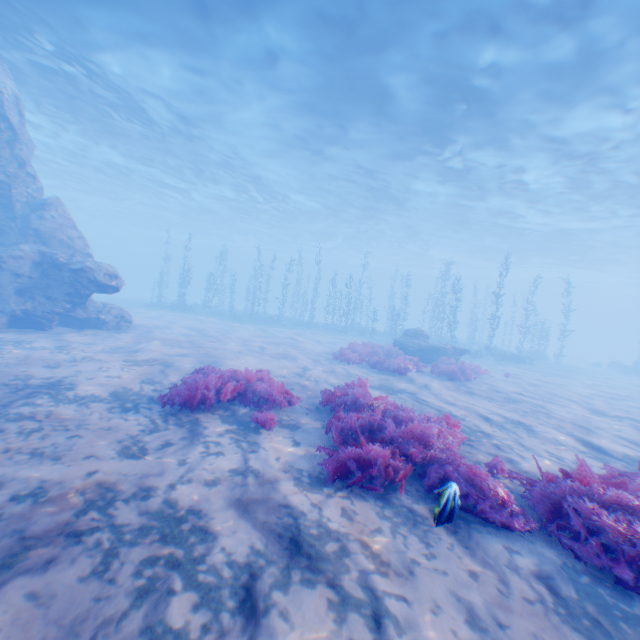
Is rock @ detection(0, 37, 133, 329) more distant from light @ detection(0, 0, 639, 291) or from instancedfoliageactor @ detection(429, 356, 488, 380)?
instancedfoliageactor @ detection(429, 356, 488, 380)

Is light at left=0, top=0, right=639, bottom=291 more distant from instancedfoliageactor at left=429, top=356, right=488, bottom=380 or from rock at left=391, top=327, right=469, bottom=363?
instancedfoliageactor at left=429, top=356, right=488, bottom=380

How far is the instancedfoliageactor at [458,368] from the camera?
13.44m

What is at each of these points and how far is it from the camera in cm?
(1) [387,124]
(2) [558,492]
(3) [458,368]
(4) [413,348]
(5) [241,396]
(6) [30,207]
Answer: (1) light, 1762
(2) instancedfoliageactor, 405
(3) instancedfoliageactor, 1377
(4) rock, 1778
(5) instancedfoliageactor, 714
(6) rock, 1515

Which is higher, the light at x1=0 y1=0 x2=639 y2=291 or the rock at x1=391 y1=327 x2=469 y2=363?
the light at x1=0 y1=0 x2=639 y2=291

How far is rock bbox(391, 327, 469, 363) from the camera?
17.53m

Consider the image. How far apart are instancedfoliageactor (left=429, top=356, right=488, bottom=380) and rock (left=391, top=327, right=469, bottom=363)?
2.5 meters

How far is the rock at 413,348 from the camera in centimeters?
1753cm
